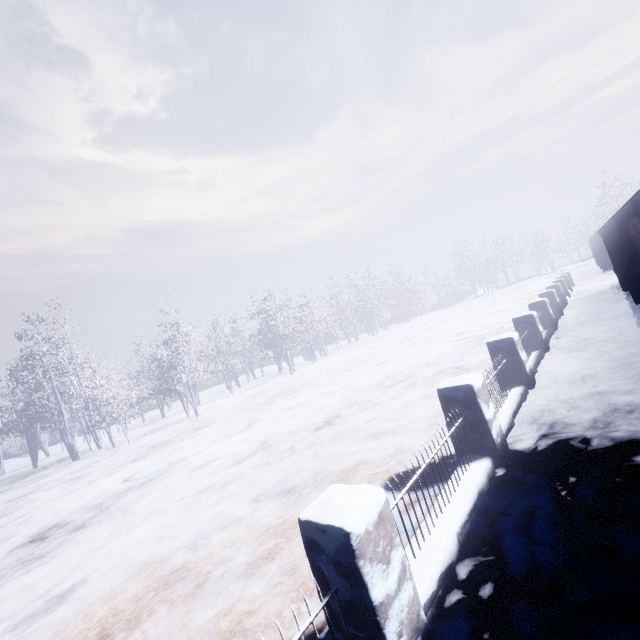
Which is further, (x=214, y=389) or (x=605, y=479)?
(x=214, y=389)
